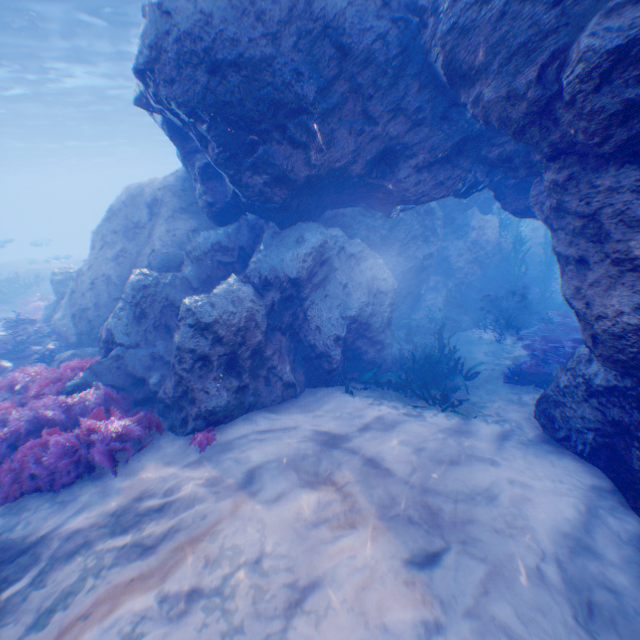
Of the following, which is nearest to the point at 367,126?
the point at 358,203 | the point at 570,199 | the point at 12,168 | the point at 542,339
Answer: the point at 358,203

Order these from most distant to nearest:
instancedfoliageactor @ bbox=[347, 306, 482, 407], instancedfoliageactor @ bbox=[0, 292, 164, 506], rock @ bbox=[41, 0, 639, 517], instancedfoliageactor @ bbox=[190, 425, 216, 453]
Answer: instancedfoliageactor @ bbox=[347, 306, 482, 407]
instancedfoliageactor @ bbox=[190, 425, 216, 453]
instancedfoliageactor @ bbox=[0, 292, 164, 506]
rock @ bbox=[41, 0, 639, 517]

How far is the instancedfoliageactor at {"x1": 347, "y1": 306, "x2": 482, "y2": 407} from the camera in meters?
7.4

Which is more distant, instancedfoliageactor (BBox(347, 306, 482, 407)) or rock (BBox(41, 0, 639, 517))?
instancedfoliageactor (BBox(347, 306, 482, 407))

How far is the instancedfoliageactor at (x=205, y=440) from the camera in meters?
5.1

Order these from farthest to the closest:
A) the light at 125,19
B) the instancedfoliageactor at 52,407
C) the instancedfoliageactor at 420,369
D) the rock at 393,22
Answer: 1. the light at 125,19
2. the instancedfoliageactor at 420,369
3. the instancedfoliageactor at 52,407
4. the rock at 393,22

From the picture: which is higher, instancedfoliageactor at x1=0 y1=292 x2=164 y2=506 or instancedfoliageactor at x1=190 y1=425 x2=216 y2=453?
instancedfoliageactor at x1=0 y1=292 x2=164 y2=506
